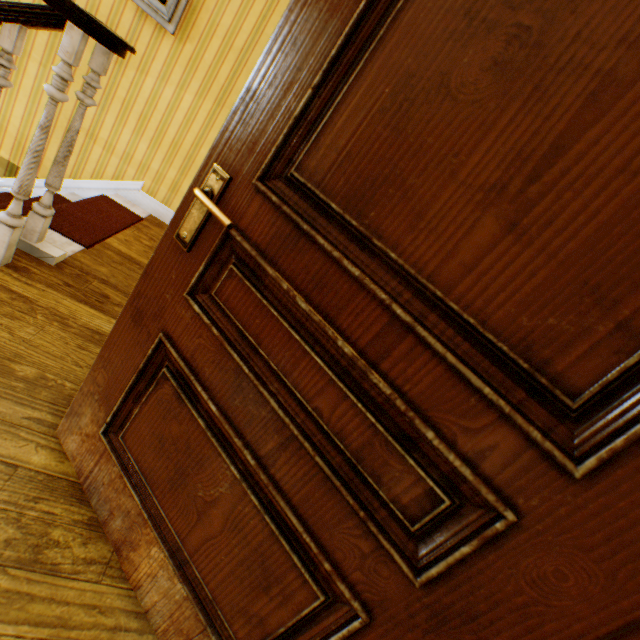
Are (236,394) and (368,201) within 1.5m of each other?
yes

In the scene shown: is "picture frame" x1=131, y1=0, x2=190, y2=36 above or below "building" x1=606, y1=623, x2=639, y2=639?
above

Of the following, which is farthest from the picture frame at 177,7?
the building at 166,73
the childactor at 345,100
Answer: the childactor at 345,100

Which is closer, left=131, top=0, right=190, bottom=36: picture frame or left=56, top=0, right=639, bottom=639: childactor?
left=56, top=0, right=639, bottom=639: childactor

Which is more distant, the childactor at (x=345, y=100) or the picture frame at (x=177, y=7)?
the picture frame at (x=177, y=7)

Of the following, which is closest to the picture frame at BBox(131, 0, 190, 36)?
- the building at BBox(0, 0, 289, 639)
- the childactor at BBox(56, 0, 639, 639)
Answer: the building at BBox(0, 0, 289, 639)

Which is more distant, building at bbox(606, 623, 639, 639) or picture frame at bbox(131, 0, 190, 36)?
picture frame at bbox(131, 0, 190, 36)
